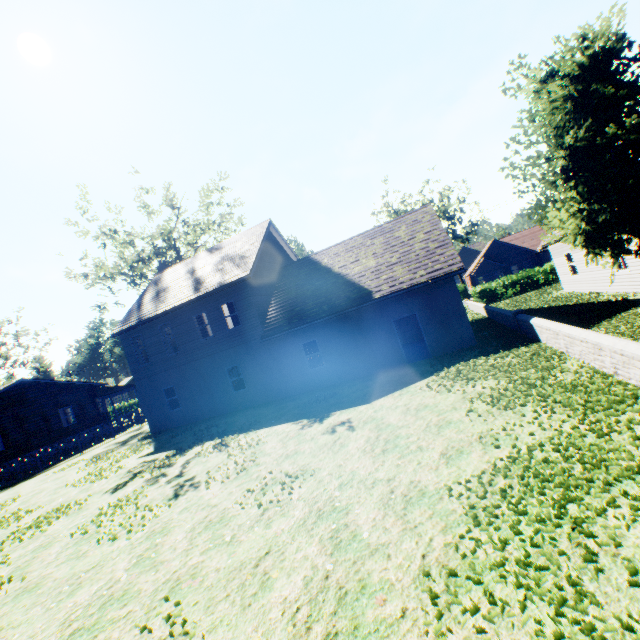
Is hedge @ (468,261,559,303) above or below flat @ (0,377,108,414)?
below

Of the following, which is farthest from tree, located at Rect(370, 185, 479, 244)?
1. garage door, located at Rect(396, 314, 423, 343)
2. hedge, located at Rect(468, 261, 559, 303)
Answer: hedge, located at Rect(468, 261, 559, 303)

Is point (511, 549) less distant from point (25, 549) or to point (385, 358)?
point (25, 549)

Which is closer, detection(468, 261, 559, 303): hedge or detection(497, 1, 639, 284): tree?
detection(497, 1, 639, 284): tree

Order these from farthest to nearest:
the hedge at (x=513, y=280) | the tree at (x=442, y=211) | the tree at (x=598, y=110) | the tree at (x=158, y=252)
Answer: the tree at (x=442, y=211) < the tree at (x=158, y=252) < the hedge at (x=513, y=280) < the tree at (x=598, y=110)

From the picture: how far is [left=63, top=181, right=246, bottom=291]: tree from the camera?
30.9 meters

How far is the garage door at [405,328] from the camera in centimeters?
2222cm
